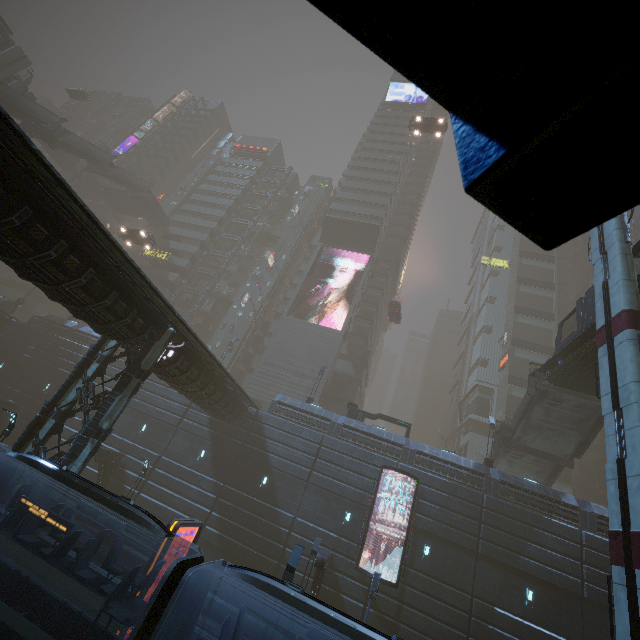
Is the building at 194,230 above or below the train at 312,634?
above

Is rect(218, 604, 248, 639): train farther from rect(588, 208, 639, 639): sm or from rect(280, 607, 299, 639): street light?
rect(280, 607, 299, 639): street light

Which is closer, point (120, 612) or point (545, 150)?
point (545, 150)

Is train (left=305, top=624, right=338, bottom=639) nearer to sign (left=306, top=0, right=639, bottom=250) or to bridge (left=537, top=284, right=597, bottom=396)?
sign (left=306, top=0, right=639, bottom=250)

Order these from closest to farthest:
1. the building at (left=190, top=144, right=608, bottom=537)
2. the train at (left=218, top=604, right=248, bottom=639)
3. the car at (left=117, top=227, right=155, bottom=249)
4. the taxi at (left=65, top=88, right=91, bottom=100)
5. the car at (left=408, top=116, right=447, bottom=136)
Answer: the train at (left=218, top=604, right=248, bottom=639)
the building at (left=190, top=144, right=608, bottom=537)
the car at (left=117, top=227, right=155, bottom=249)
the car at (left=408, top=116, right=447, bottom=136)
the taxi at (left=65, top=88, right=91, bottom=100)

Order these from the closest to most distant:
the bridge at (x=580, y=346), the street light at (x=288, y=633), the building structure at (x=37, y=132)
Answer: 1. the street light at (x=288, y=633)
2. the bridge at (x=580, y=346)
3. the building structure at (x=37, y=132)

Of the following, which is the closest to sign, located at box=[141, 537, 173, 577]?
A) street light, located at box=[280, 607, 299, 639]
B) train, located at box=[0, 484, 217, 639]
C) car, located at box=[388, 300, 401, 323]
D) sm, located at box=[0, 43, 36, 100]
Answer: train, located at box=[0, 484, 217, 639]

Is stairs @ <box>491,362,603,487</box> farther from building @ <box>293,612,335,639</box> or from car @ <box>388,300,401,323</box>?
car @ <box>388,300,401,323</box>
